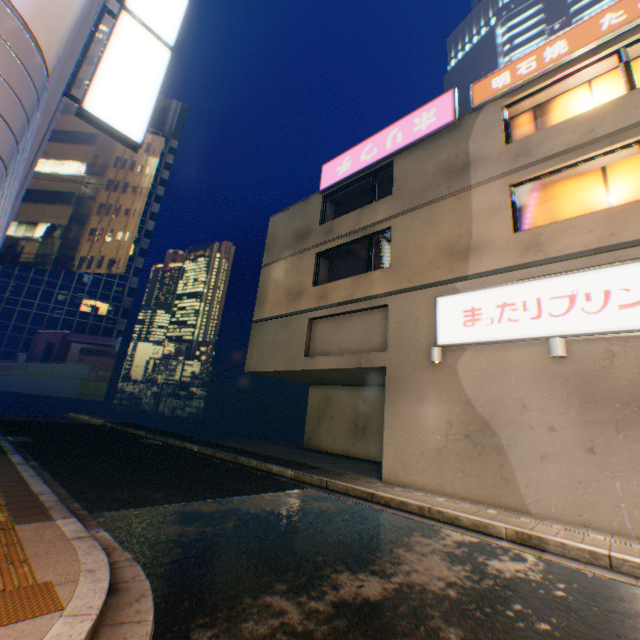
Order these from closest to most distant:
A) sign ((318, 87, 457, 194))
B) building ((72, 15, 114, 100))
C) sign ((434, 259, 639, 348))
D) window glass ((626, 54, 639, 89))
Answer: sign ((434, 259, 639, 348))
window glass ((626, 54, 639, 89))
sign ((318, 87, 457, 194))
building ((72, 15, 114, 100))

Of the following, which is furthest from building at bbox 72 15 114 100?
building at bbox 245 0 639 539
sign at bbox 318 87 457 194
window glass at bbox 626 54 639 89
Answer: window glass at bbox 626 54 639 89

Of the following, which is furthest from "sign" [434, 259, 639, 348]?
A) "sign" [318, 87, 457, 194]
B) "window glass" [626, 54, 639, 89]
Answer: "sign" [318, 87, 457, 194]

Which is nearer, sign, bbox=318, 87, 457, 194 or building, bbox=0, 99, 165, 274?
sign, bbox=318, 87, 457, 194

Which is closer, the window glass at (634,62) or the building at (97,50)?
the window glass at (634,62)

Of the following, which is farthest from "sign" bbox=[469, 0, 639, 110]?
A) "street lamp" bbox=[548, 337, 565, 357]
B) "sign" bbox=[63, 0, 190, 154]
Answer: "sign" bbox=[63, 0, 190, 154]

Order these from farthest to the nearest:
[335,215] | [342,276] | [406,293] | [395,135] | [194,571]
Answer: [335,215]
[342,276]
[395,135]
[406,293]
[194,571]

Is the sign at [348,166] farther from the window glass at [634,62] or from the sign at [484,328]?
the sign at [484,328]
